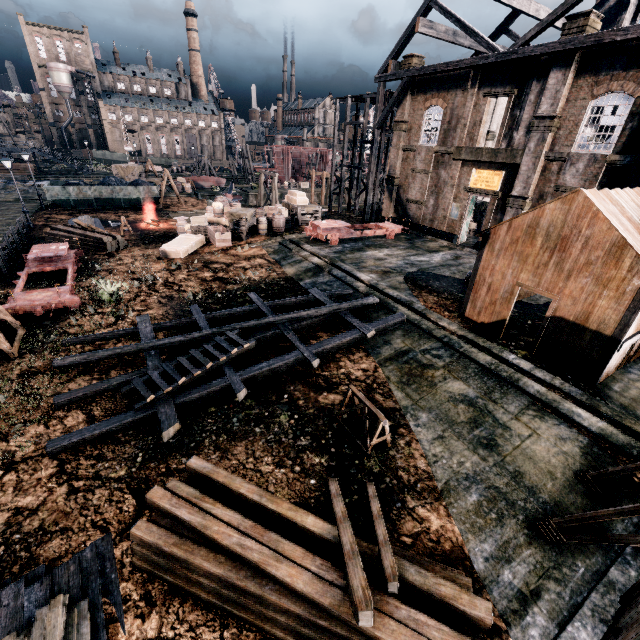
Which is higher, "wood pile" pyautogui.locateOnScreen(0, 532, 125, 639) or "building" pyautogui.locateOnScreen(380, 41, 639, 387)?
"building" pyautogui.locateOnScreen(380, 41, 639, 387)

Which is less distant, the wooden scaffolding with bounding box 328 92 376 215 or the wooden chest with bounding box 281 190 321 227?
the wooden chest with bounding box 281 190 321 227

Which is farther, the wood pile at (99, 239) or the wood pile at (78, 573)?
the wood pile at (99, 239)

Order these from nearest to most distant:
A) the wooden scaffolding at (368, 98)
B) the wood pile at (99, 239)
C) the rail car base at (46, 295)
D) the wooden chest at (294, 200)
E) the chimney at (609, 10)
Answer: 1. the rail car base at (46, 295)
2. the wood pile at (99, 239)
3. the chimney at (609, 10)
4. the wooden chest at (294, 200)
5. the wooden scaffolding at (368, 98)

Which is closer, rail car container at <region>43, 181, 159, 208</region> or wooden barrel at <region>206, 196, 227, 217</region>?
wooden barrel at <region>206, 196, 227, 217</region>

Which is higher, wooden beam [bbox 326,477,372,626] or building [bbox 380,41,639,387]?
building [bbox 380,41,639,387]

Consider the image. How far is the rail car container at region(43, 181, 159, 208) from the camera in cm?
3362

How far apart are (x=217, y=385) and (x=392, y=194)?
26.89m
